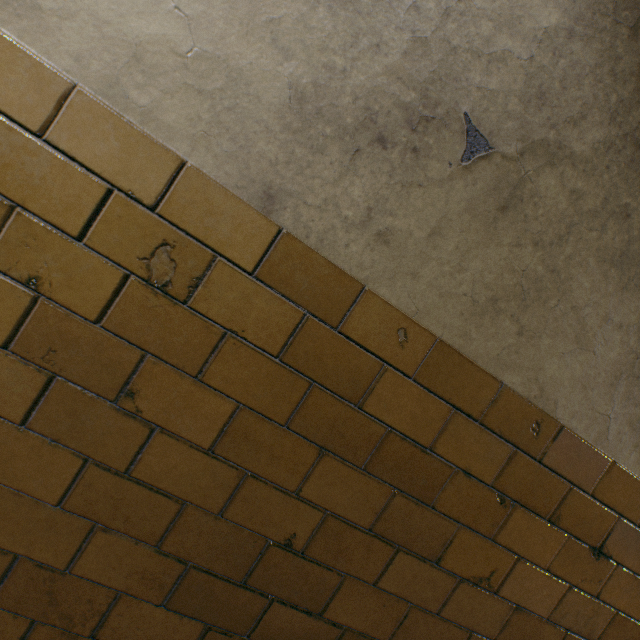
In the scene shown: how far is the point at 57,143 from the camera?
0.69m
